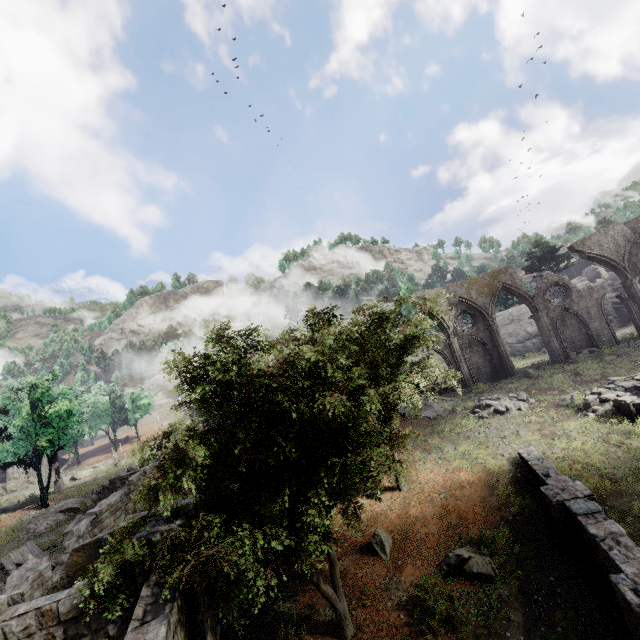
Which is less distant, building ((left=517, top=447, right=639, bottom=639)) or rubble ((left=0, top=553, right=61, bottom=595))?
building ((left=517, top=447, right=639, bottom=639))

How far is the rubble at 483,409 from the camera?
21.02m

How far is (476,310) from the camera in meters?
30.2

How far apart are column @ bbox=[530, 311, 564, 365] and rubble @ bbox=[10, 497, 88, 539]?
40.26m

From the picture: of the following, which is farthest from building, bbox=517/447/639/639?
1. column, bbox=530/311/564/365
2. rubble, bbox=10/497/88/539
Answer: rubble, bbox=10/497/88/539

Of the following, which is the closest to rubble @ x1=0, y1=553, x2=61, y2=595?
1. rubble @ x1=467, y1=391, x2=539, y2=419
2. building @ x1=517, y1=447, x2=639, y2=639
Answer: building @ x1=517, y1=447, x2=639, y2=639

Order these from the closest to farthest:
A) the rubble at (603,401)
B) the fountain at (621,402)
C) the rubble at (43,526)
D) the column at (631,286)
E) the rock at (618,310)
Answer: the fountain at (621,402), the rubble at (603,401), the rubble at (43,526), the column at (631,286), the rock at (618,310)

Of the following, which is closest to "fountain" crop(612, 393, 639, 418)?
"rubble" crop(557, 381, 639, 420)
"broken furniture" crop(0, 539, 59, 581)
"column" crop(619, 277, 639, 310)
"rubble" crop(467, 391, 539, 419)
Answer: "rubble" crop(557, 381, 639, 420)
